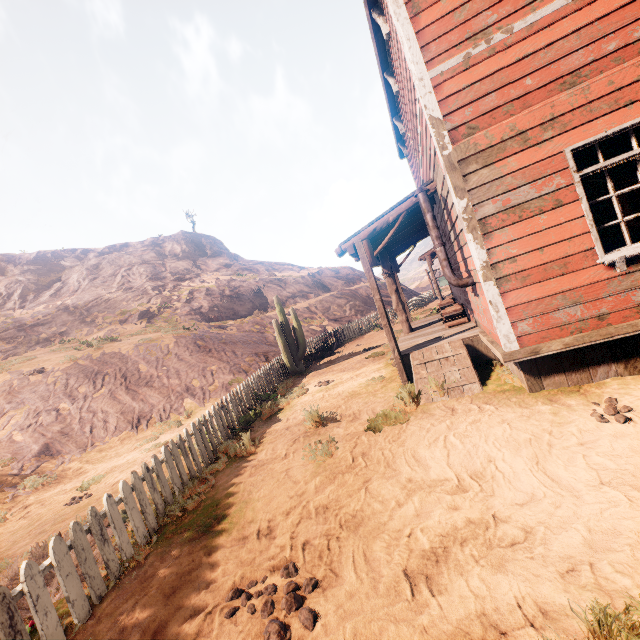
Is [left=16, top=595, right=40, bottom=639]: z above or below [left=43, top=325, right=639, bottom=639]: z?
above

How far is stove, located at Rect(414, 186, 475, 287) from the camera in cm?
547

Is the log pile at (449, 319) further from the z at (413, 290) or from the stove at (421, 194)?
the stove at (421, 194)

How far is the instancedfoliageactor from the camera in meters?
12.7 m

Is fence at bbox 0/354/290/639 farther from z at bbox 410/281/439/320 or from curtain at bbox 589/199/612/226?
curtain at bbox 589/199/612/226

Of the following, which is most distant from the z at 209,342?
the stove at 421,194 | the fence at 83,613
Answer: the stove at 421,194

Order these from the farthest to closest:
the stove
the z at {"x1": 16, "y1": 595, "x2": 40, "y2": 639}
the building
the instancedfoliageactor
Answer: the instancedfoliageactor → the stove → the building → the z at {"x1": 16, "y1": 595, "x2": 40, "y2": 639}

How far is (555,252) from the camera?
4.2m
